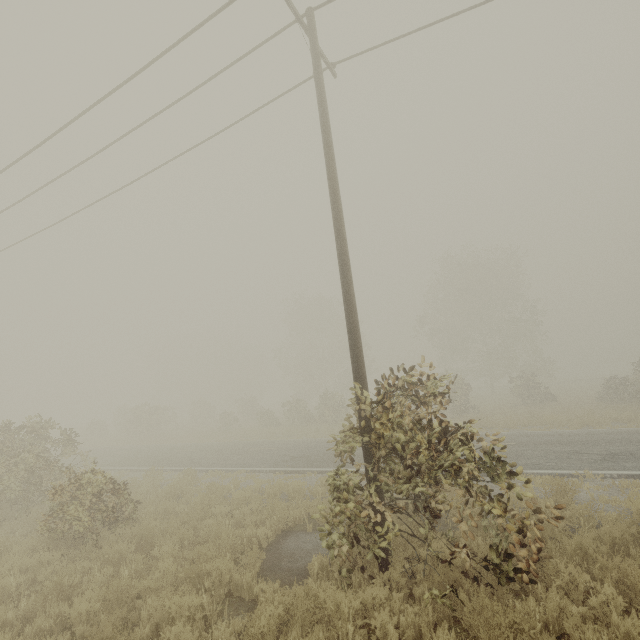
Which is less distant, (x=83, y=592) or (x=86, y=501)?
(x=83, y=592)
